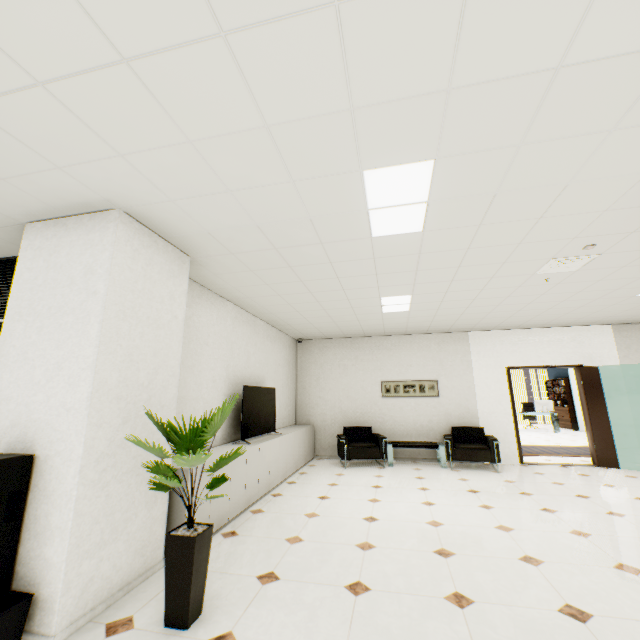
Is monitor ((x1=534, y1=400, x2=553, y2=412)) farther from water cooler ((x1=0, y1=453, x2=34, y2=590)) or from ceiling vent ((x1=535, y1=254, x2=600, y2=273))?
water cooler ((x1=0, y1=453, x2=34, y2=590))

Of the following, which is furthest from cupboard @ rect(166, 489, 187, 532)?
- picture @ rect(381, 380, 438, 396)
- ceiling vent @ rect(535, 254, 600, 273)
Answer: ceiling vent @ rect(535, 254, 600, 273)

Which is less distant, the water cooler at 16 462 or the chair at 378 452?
the water cooler at 16 462

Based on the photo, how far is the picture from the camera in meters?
7.8 m

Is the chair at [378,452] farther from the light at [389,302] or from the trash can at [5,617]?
the trash can at [5,617]

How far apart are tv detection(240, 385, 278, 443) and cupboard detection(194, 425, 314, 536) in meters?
0.1 m

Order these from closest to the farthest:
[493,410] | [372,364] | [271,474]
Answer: [271,474], [493,410], [372,364]

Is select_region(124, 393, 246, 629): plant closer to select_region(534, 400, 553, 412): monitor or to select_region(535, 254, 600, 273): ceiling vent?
select_region(535, 254, 600, 273): ceiling vent
